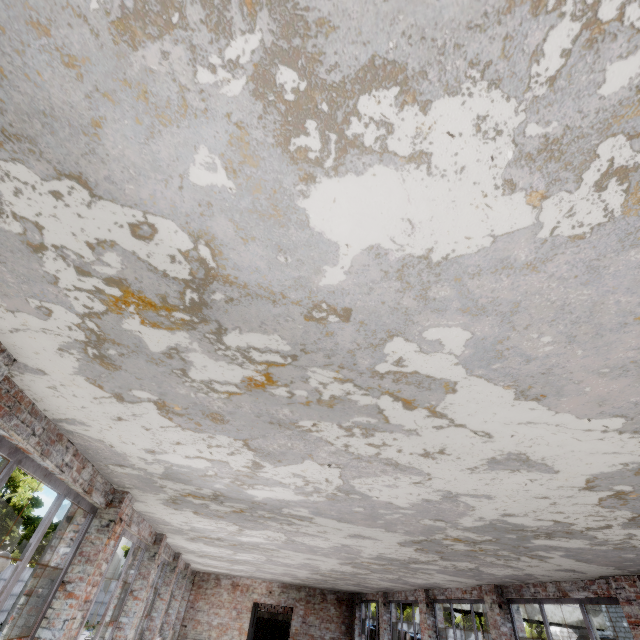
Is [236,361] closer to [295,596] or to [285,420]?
[285,420]

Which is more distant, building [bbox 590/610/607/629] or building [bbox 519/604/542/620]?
building [bbox 590/610/607/629]

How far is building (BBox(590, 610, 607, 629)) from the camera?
23.1 meters

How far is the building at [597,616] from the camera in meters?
23.1 m
